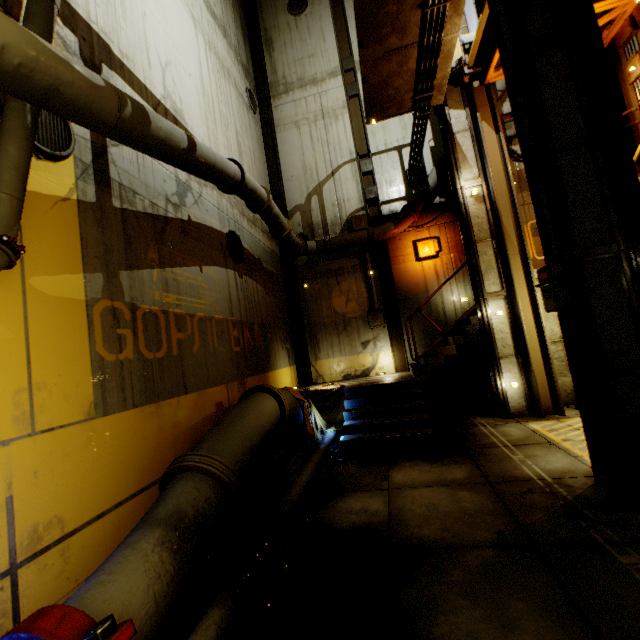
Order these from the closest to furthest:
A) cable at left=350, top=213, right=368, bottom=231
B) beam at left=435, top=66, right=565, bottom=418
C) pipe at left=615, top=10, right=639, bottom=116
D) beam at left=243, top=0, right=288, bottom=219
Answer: beam at left=435, top=66, right=565, bottom=418
pipe at left=615, top=10, right=639, bottom=116
cable at left=350, top=213, right=368, bottom=231
beam at left=243, top=0, right=288, bottom=219

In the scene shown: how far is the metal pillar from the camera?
8.2 meters

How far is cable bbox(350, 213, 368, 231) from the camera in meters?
11.3

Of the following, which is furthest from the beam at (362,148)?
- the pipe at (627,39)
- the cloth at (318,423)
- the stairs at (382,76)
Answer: the pipe at (627,39)

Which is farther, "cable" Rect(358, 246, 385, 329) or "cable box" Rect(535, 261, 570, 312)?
"cable" Rect(358, 246, 385, 329)

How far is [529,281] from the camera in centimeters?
788cm

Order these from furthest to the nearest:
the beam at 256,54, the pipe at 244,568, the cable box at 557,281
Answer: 1. the beam at 256,54
2. the cable box at 557,281
3. the pipe at 244,568

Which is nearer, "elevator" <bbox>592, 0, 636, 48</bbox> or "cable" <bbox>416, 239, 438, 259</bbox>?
"elevator" <bbox>592, 0, 636, 48</bbox>
